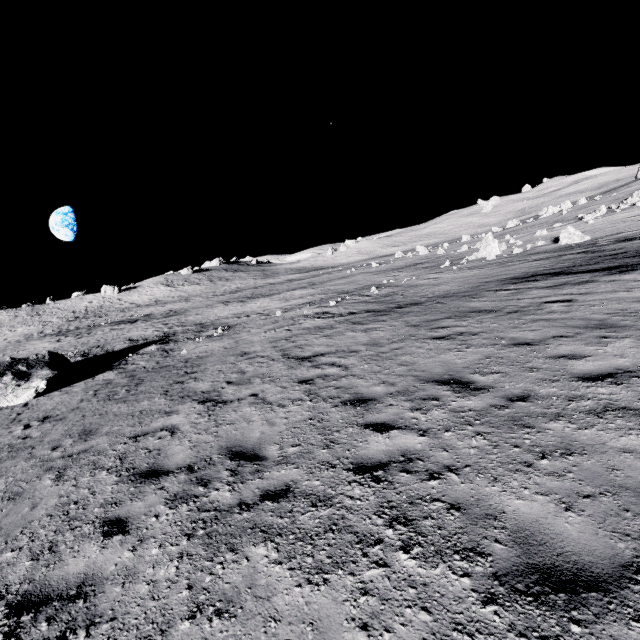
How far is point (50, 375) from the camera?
15.8 meters

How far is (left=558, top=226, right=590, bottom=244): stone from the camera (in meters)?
22.81

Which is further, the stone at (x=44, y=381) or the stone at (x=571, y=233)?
the stone at (x=571, y=233)

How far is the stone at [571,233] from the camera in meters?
22.8

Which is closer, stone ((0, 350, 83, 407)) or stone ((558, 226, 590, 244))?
stone ((0, 350, 83, 407))
